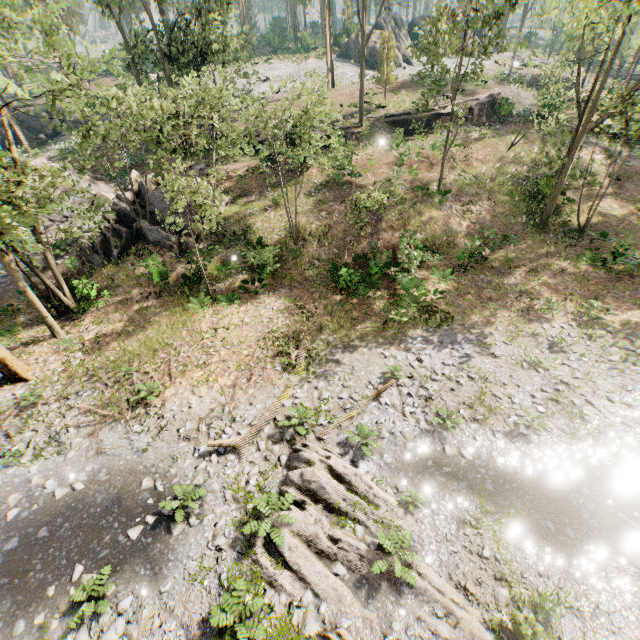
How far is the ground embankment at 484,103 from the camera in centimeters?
3136cm

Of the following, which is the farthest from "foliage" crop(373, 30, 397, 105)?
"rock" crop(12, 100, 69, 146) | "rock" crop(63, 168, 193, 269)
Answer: "rock" crop(12, 100, 69, 146)

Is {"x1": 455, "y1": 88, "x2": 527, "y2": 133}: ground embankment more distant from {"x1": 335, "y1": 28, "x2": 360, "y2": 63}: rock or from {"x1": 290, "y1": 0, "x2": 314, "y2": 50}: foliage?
{"x1": 335, "y1": 28, "x2": 360, "y2": 63}: rock

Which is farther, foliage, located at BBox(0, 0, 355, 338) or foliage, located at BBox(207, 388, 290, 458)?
foliage, located at BBox(0, 0, 355, 338)

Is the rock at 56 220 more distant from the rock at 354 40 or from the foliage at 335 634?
the rock at 354 40

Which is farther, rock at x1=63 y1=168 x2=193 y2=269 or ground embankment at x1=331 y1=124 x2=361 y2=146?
ground embankment at x1=331 y1=124 x2=361 y2=146

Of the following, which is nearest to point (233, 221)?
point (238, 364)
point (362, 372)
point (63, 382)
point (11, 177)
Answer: point (11, 177)
